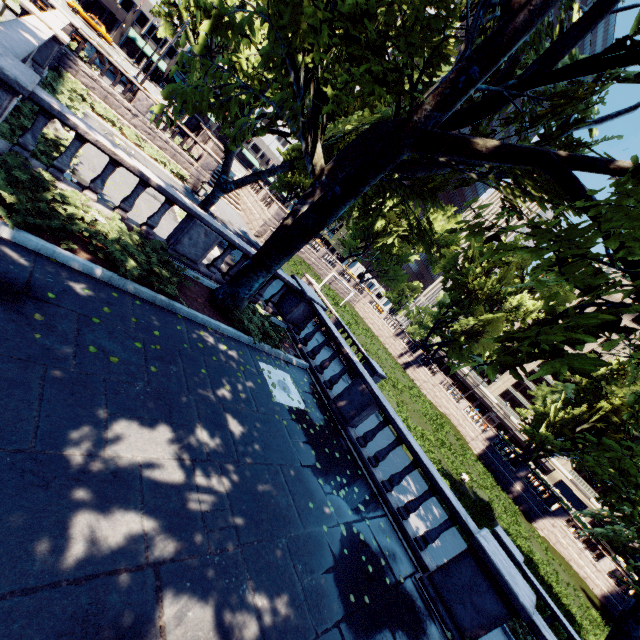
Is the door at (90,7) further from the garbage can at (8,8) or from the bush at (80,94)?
the garbage can at (8,8)

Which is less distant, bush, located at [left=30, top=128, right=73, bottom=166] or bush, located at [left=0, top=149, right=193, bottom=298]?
bush, located at [left=0, top=149, right=193, bottom=298]

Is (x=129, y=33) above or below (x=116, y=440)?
above

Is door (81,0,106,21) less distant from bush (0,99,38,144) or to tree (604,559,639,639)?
tree (604,559,639,639)

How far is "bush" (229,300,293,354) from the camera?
9.2m

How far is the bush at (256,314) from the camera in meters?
9.2 m

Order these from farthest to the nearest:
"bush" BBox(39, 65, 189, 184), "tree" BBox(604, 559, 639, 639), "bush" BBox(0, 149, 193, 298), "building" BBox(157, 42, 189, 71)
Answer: "building" BBox(157, 42, 189, 71) < "bush" BBox(39, 65, 189, 184) < "tree" BBox(604, 559, 639, 639) < "bush" BBox(0, 149, 193, 298)

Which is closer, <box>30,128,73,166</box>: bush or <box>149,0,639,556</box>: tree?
<box>149,0,639,556</box>: tree
